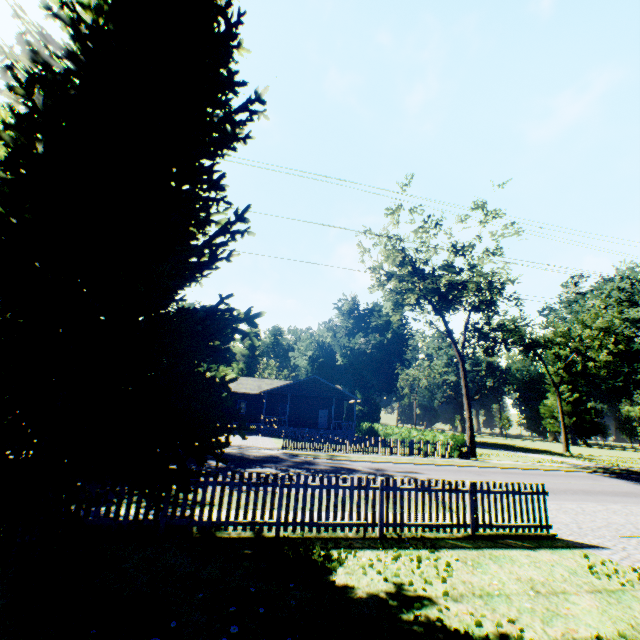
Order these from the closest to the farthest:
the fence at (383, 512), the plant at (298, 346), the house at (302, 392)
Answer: the fence at (383, 512)
the house at (302, 392)
the plant at (298, 346)

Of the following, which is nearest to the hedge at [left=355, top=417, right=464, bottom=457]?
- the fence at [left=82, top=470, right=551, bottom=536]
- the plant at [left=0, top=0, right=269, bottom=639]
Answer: the fence at [left=82, top=470, right=551, bottom=536]

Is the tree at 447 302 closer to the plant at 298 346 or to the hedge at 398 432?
the hedge at 398 432

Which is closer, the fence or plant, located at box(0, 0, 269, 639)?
plant, located at box(0, 0, 269, 639)

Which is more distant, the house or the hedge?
the house

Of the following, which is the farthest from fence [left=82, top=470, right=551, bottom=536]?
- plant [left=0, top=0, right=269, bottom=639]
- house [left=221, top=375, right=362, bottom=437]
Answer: house [left=221, top=375, right=362, bottom=437]

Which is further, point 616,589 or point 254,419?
point 254,419

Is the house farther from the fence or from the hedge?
the fence
